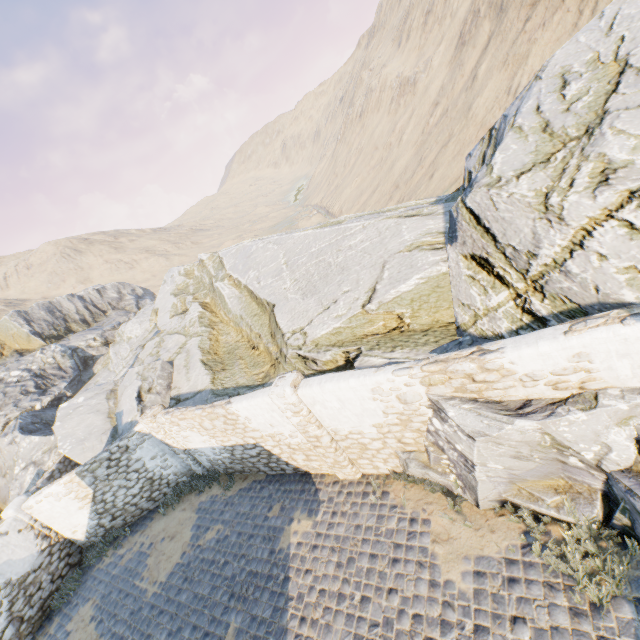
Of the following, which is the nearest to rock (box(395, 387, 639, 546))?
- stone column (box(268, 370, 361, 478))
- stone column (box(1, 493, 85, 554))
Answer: stone column (box(1, 493, 85, 554))

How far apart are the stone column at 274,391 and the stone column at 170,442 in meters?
5.6 m

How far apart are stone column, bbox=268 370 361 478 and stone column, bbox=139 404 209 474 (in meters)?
5.60

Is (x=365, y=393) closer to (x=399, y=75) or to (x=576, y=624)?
(x=576, y=624)

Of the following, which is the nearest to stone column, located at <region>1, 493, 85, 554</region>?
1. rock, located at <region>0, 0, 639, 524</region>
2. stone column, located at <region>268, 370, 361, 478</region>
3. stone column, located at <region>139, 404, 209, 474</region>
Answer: rock, located at <region>0, 0, 639, 524</region>

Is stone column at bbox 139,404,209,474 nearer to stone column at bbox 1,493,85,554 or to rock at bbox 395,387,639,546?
rock at bbox 395,387,639,546

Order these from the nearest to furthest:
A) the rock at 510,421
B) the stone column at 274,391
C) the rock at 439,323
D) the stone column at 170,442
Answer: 1. the rock at 510,421
2. the rock at 439,323
3. the stone column at 274,391
4. the stone column at 170,442
